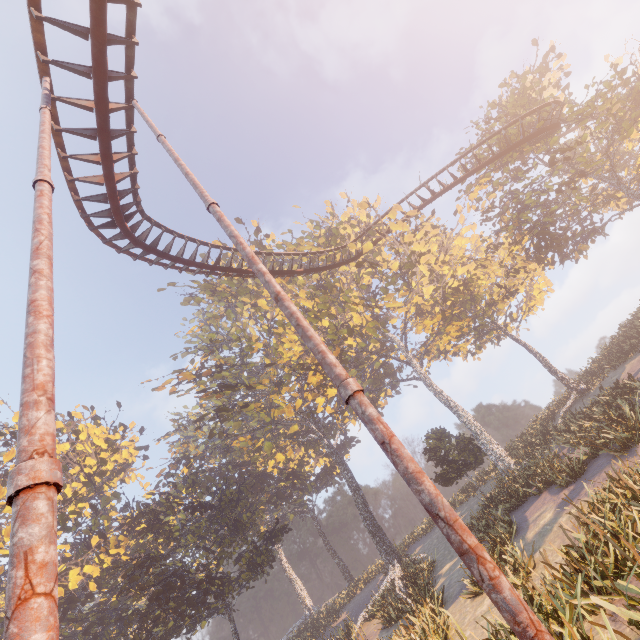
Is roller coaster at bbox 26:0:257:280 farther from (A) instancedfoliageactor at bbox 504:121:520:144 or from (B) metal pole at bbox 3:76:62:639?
(A) instancedfoliageactor at bbox 504:121:520:144

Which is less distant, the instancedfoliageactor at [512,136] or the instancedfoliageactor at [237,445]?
the instancedfoliageactor at [512,136]

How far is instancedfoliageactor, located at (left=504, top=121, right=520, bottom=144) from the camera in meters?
21.8 m

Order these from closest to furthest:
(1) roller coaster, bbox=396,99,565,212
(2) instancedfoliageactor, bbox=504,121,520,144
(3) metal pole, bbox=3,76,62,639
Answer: (3) metal pole, bbox=3,76,62,639
(1) roller coaster, bbox=396,99,565,212
(2) instancedfoliageactor, bbox=504,121,520,144

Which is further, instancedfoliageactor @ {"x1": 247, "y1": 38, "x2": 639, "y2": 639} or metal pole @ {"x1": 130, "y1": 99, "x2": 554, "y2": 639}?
instancedfoliageactor @ {"x1": 247, "y1": 38, "x2": 639, "y2": 639}

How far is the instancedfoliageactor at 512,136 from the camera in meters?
21.8 m

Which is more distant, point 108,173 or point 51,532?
point 108,173

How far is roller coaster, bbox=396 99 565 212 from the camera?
20.07m
